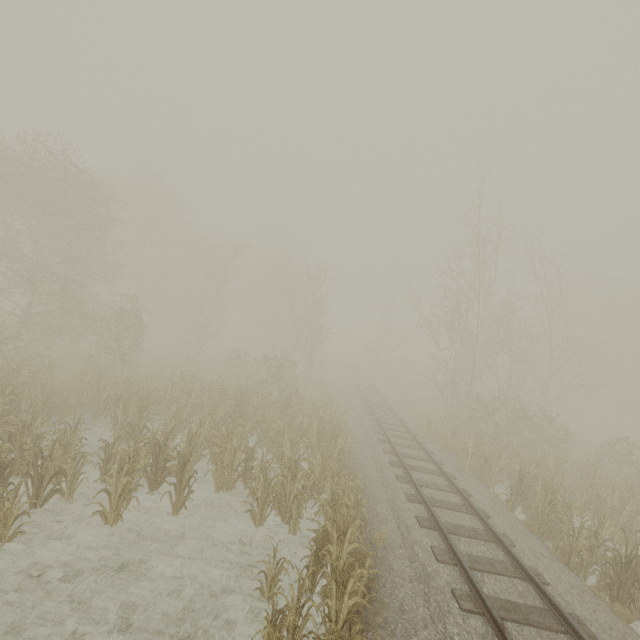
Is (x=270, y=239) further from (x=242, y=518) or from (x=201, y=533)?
(x=201, y=533)
